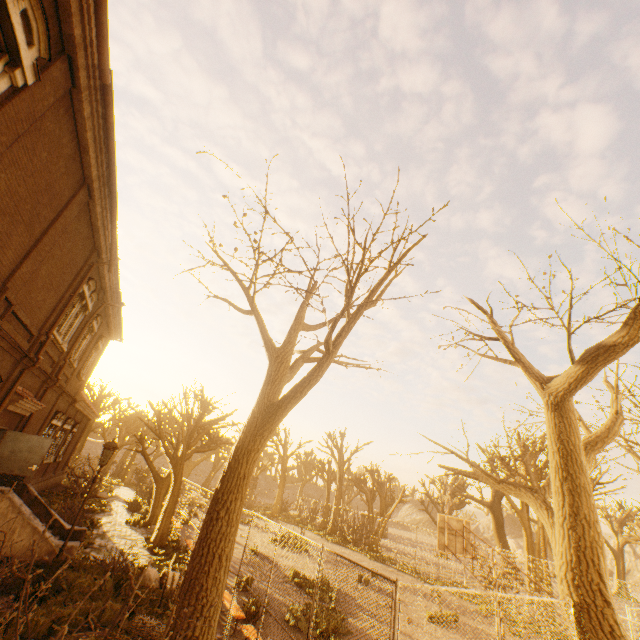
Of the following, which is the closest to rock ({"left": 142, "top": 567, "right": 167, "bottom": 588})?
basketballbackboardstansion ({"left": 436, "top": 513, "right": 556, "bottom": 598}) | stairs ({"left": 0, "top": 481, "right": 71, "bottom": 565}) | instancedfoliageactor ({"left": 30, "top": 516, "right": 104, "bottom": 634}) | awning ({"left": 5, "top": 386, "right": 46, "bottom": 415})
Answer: instancedfoliageactor ({"left": 30, "top": 516, "right": 104, "bottom": 634})

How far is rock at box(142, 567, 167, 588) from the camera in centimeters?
1045cm

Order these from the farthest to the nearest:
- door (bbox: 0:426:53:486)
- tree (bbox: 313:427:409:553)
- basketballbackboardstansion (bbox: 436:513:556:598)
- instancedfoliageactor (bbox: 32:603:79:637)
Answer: tree (bbox: 313:427:409:553) → door (bbox: 0:426:53:486) → basketballbackboardstansion (bbox: 436:513:556:598) → instancedfoliageactor (bbox: 32:603:79:637)

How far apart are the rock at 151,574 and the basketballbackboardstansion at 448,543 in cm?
881

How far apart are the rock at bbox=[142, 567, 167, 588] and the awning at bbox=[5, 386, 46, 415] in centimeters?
722cm

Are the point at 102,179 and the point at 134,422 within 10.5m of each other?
no

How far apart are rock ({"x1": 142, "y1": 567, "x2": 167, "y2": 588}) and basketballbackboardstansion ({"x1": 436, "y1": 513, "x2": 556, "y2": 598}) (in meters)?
8.81

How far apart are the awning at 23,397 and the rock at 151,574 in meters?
7.2
